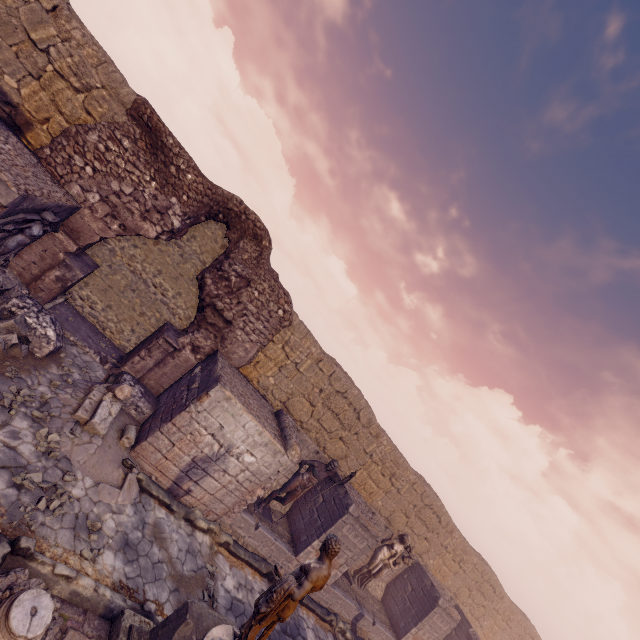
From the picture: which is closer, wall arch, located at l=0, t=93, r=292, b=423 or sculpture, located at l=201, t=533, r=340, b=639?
sculpture, located at l=201, t=533, r=340, b=639

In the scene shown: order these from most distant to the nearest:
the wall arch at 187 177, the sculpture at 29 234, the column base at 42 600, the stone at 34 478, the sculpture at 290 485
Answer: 1. the sculpture at 290 485
2. the wall arch at 187 177
3. the sculpture at 29 234
4. the stone at 34 478
5. the column base at 42 600

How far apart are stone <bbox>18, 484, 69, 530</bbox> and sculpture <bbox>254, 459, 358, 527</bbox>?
5.3m

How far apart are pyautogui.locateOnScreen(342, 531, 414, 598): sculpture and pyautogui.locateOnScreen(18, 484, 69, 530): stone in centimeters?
1079cm

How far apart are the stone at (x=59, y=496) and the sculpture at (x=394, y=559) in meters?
10.8 m

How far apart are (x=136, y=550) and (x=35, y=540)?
2.1m

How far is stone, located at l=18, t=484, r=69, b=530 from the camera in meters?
4.6
